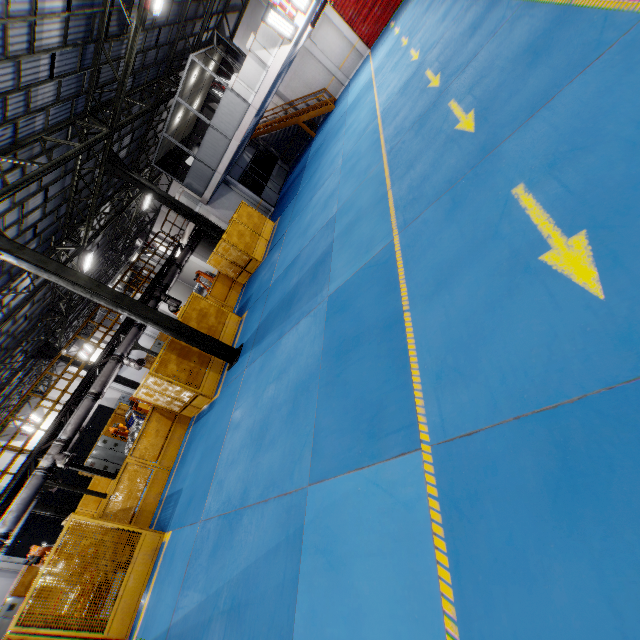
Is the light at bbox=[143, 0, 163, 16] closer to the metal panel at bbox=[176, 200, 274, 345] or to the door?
the metal panel at bbox=[176, 200, 274, 345]

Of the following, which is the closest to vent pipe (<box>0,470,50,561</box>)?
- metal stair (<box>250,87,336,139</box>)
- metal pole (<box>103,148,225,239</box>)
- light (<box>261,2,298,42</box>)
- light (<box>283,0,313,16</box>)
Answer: metal pole (<box>103,148,225,239</box>)

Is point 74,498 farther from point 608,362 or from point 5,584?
point 608,362

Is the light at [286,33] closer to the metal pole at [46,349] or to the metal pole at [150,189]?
the metal pole at [150,189]

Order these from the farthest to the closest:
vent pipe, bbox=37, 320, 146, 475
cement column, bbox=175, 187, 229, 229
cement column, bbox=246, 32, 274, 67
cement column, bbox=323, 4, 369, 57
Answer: cement column, bbox=323, 4, 369, 57 < cement column, bbox=175, 187, 229, 229 < cement column, bbox=246, 32, 274, 67 < vent pipe, bbox=37, 320, 146, 475

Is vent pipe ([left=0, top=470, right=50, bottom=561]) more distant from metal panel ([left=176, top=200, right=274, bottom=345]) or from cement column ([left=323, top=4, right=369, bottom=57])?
cement column ([left=323, top=4, right=369, bottom=57])

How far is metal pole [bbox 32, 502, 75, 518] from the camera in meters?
17.0

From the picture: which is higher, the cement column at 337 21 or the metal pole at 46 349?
the metal pole at 46 349
